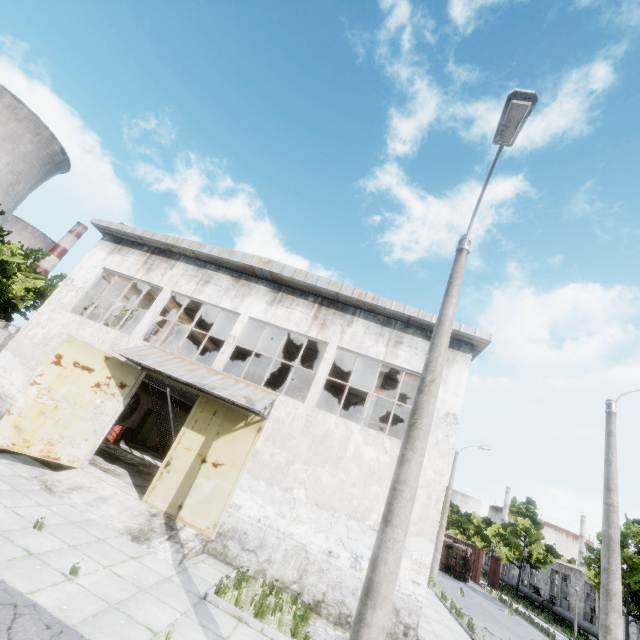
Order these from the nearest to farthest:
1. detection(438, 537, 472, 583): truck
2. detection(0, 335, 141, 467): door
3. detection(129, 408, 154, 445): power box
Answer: detection(0, 335, 141, 467): door → detection(129, 408, 154, 445): power box → detection(438, 537, 472, 583): truck

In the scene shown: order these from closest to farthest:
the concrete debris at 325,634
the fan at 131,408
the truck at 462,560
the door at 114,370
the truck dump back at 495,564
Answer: the concrete debris at 325,634
the door at 114,370
the fan at 131,408
the truck at 462,560
the truck dump back at 495,564

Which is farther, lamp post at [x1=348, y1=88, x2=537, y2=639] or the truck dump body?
the truck dump body

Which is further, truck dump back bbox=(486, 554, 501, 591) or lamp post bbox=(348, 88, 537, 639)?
truck dump back bbox=(486, 554, 501, 591)

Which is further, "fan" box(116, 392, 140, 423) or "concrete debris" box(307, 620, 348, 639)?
"fan" box(116, 392, 140, 423)

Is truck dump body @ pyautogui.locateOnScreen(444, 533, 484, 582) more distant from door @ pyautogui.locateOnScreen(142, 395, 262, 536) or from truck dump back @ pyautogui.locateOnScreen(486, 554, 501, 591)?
door @ pyautogui.locateOnScreen(142, 395, 262, 536)

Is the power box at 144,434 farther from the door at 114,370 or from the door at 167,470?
the door at 167,470

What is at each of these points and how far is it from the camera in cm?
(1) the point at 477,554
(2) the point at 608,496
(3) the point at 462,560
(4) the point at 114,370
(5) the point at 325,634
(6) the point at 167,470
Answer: (1) truck dump body, 3441
(2) lamp post, 936
(3) truck, 3020
(4) door, 1226
(5) concrete debris, 818
(6) door, 1119
